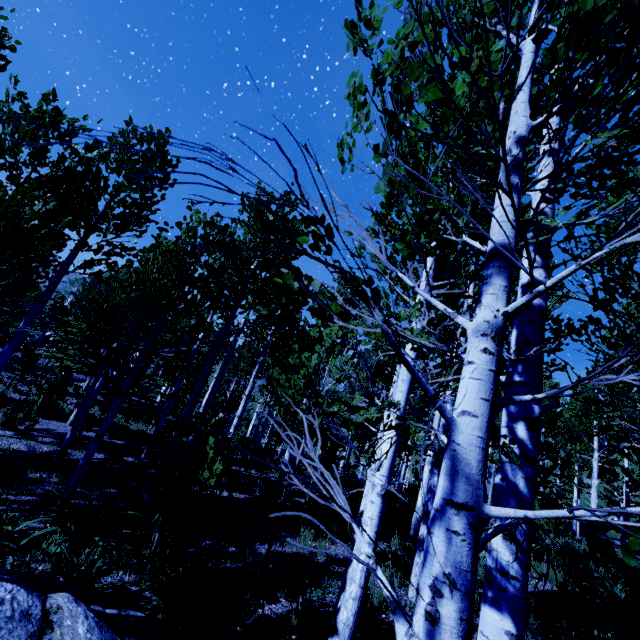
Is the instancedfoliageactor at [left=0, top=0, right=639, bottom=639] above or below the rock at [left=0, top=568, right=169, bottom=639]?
above

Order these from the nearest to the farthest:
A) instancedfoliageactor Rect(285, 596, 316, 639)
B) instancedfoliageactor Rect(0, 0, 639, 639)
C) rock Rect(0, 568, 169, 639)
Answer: instancedfoliageactor Rect(0, 0, 639, 639) < rock Rect(0, 568, 169, 639) < instancedfoliageactor Rect(285, 596, 316, 639)

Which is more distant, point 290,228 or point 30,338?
point 30,338

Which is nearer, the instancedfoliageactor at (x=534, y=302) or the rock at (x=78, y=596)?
the instancedfoliageactor at (x=534, y=302)

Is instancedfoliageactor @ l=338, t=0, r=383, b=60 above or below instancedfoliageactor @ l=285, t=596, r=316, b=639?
above

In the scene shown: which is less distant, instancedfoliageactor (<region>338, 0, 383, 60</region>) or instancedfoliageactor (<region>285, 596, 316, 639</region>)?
instancedfoliageactor (<region>338, 0, 383, 60</region>)

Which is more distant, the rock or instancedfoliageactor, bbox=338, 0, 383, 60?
the rock

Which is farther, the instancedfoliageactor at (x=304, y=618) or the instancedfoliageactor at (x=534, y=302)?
the instancedfoliageactor at (x=304, y=618)
